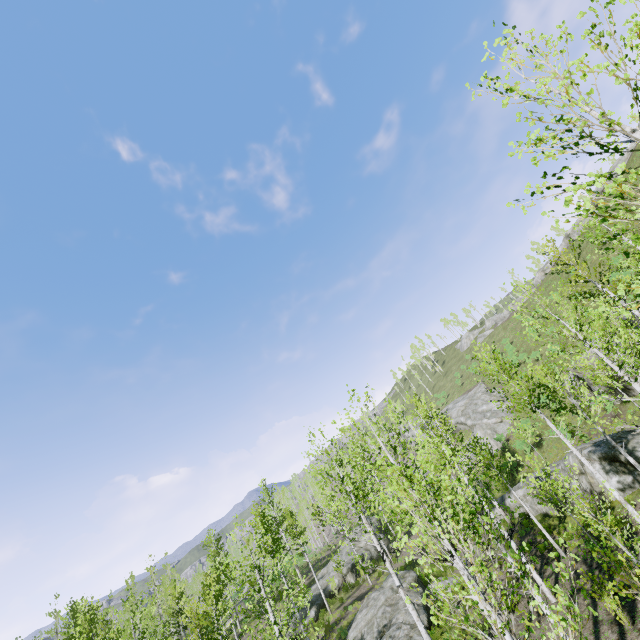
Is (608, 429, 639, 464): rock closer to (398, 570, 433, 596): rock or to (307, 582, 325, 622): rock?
(398, 570, 433, 596): rock

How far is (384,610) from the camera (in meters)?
21.23

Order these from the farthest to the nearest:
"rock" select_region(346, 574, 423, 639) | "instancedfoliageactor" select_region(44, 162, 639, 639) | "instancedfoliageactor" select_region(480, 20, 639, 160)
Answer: "rock" select_region(346, 574, 423, 639), "instancedfoliageactor" select_region(44, 162, 639, 639), "instancedfoliageactor" select_region(480, 20, 639, 160)

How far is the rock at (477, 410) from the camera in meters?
38.5 m

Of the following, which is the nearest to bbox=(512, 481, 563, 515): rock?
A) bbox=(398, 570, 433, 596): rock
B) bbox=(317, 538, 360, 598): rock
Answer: bbox=(398, 570, 433, 596): rock

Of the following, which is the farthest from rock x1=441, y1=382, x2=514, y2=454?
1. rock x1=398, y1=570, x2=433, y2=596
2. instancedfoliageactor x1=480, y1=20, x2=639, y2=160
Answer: rock x1=398, y1=570, x2=433, y2=596

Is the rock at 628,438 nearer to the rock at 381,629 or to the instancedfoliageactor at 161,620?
the instancedfoliageactor at 161,620

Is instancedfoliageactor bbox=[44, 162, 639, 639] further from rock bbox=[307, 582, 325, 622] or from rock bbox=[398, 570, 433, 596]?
rock bbox=[398, 570, 433, 596]
